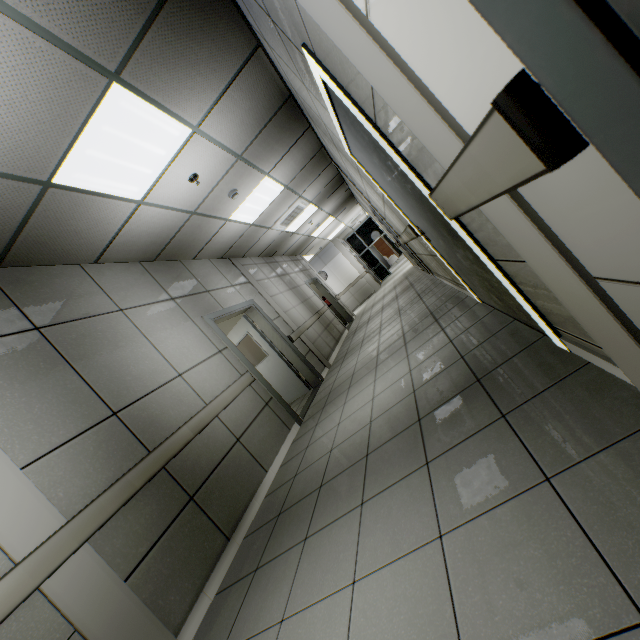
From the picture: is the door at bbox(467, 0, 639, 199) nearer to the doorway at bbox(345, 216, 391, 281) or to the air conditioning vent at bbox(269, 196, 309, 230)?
the air conditioning vent at bbox(269, 196, 309, 230)

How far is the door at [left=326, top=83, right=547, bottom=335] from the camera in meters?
2.0

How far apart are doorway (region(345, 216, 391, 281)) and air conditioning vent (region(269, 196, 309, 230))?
10.9 meters

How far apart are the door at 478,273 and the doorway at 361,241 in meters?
15.5

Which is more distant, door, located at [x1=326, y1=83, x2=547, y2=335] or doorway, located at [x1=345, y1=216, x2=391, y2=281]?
doorway, located at [x1=345, y1=216, x2=391, y2=281]

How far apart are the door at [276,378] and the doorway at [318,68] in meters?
3.0

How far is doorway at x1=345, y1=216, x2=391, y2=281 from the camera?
18.23m

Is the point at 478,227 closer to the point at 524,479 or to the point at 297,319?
the point at 524,479
